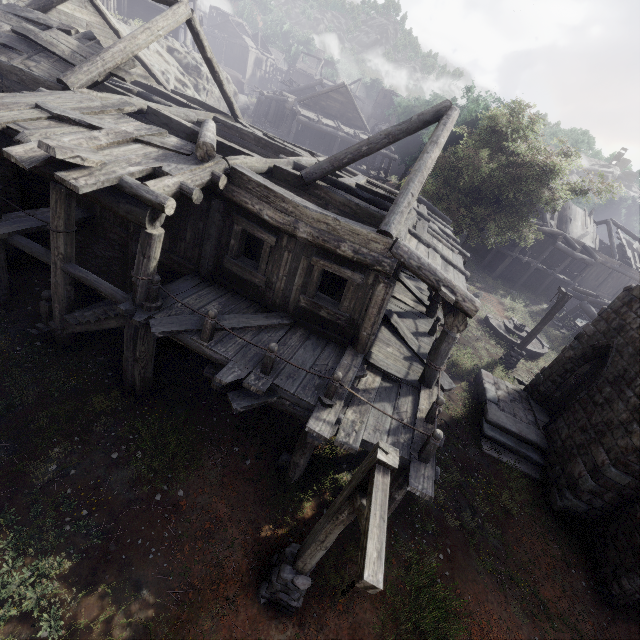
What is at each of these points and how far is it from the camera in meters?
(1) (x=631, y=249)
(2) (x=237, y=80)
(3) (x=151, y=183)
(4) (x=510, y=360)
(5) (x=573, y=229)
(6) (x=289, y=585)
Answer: (1) wooden plank rubble, 32.8 m
(2) shelter, 53.1 m
(3) building, 6.1 m
(4) wooden lamp post, 17.2 m
(5) wooden plank rubble, 31.1 m
(6) wooden lamp post, 5.8 m

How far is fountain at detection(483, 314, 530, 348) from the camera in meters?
19.7 m

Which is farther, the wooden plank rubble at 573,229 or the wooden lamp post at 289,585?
the wooden plank rubble at 573,229

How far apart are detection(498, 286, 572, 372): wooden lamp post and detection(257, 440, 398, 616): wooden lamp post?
14.34m

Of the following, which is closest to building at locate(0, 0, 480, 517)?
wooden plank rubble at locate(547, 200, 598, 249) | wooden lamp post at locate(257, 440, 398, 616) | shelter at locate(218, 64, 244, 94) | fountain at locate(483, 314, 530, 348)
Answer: wooden plank rubble at locate(547, 200, 598, 249)

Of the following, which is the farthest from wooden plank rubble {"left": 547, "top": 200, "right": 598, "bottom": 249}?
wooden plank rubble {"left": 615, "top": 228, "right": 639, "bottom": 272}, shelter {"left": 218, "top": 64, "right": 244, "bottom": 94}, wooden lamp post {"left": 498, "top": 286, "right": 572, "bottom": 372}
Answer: shelter {"left": 218, "top": 64, "right": 244, "bottom": 94}

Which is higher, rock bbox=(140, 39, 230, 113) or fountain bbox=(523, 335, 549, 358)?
rock bbox=(140, 39, 230, 113)

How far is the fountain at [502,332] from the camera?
19.7 meters
